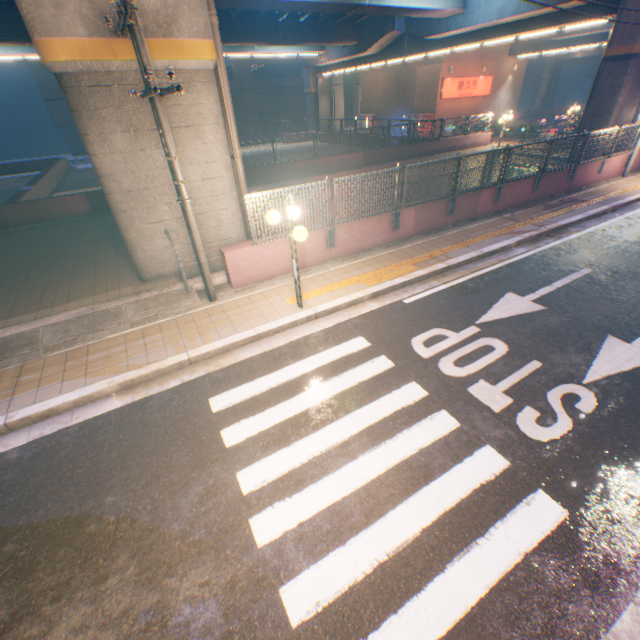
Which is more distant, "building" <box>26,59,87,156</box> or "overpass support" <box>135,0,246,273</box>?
"building" <box>26,59,87,156</box>

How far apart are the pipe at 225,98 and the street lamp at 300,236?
3.2m

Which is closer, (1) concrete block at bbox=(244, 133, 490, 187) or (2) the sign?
(1) concrete block at bbox=(244, 133, 490, 187)

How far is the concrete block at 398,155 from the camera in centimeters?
1775cm

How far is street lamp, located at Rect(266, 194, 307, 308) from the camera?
6.0m

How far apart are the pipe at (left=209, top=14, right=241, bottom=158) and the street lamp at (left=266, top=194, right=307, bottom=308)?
3.16m

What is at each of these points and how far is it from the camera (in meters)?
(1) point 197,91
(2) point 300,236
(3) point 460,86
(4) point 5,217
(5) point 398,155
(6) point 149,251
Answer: (1) overpass support, 7.16
(2) street lamp, 5.94
(3) sign, 30.27
(4) concrete block, 13.34
(5) concrete block, 21.34
(6) overpass support, 8.20

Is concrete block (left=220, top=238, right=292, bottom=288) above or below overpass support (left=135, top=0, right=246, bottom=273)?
below
